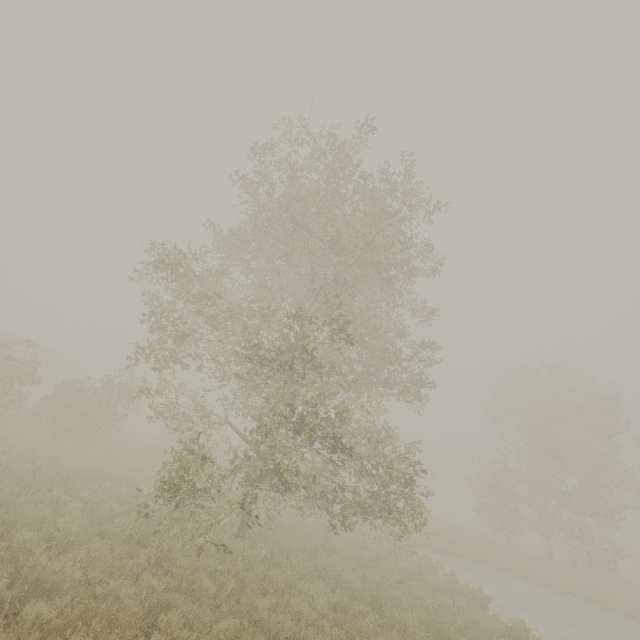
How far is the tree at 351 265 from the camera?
7.7m

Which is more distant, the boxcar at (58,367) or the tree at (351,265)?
the boxcar at (58,367)

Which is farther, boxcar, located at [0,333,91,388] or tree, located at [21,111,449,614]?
boxcar, located at [0,333,91,388]

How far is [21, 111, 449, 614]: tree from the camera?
7.68m

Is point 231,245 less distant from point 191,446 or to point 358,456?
point 191,446
